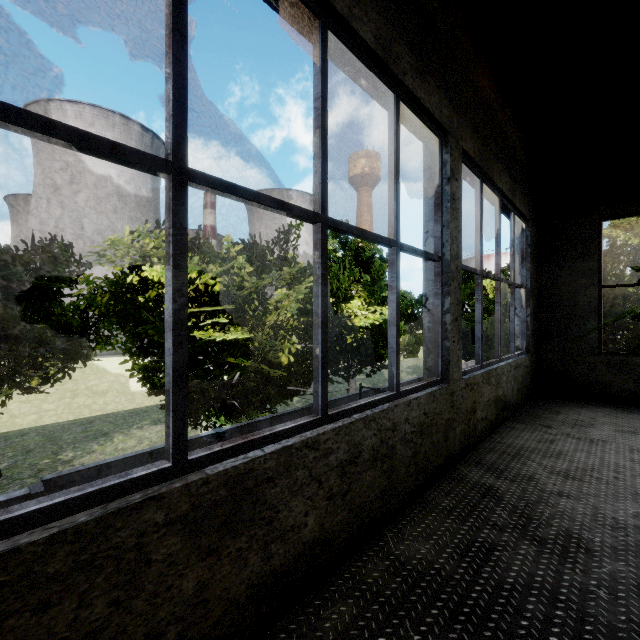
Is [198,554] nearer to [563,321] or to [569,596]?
[569,596]

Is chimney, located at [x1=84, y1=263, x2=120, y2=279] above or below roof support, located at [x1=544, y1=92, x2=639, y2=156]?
above

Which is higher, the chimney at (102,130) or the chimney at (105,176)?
the chimney at (102,130)

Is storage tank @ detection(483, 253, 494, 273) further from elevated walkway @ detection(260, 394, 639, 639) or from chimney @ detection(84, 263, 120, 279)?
chimney @ detection(84, 263, 120, 279)

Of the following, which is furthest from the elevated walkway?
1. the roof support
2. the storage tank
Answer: the storage tank

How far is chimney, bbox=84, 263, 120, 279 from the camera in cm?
5497

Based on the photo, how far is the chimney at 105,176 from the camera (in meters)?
55.66

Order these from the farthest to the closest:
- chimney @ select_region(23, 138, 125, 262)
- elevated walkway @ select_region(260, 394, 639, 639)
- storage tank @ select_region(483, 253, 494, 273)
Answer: chimney @ select_region(23, 138, 125, 262) < storage tank @ select_region(483, 253, 494, 273) < elevated walkway @ select_region(260, 394, 639, 639)
